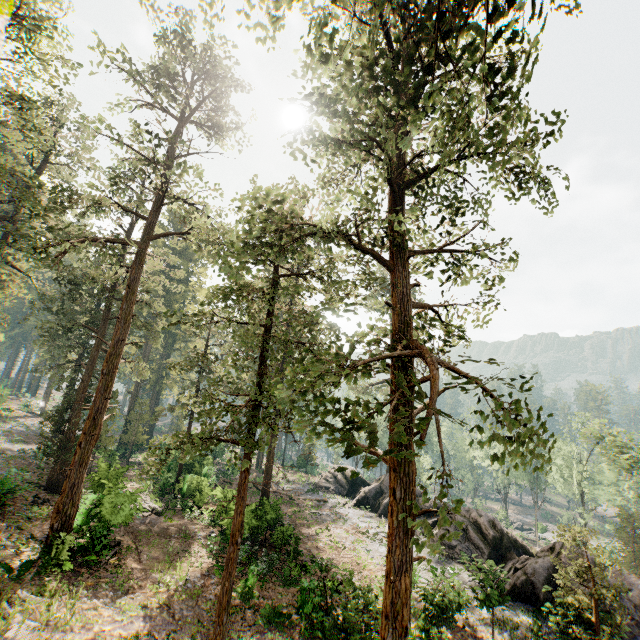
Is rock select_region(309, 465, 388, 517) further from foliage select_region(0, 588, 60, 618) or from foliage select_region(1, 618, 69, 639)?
foliage select_region(1, 618, 69, 639)

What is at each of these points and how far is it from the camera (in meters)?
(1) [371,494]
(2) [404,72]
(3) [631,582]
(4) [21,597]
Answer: (1) rock, 33.44
(2) foliage, 7.50
(3) rock, 16.78
(4) foliage, 11.80

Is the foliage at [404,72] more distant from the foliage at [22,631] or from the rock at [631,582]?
the foliage at [22,631]

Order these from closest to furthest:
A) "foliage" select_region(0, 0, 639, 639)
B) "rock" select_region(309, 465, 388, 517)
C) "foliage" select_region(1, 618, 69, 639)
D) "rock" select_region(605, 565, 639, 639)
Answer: "foliage" select_region(0, 0, 639, 639) < "foliage" select_region(1, 618, 69, 639) < "rock" select_region(605, 565, 639, 639) < "rock" select_region(309, 465, 388, 517)

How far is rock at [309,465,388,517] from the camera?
32.3m

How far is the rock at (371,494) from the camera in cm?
3231
